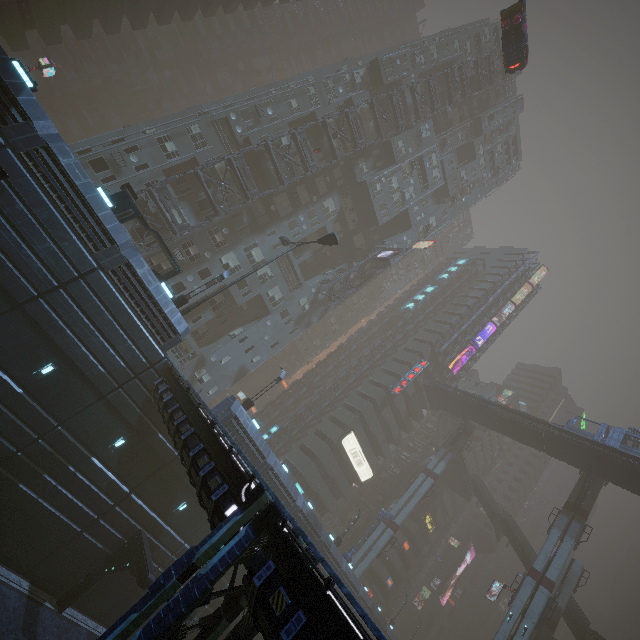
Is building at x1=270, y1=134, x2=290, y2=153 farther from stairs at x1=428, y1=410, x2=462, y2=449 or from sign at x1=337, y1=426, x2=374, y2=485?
stairs at x1=428, y1=410, x2=462, y2=449

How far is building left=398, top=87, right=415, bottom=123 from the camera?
45.1 meters

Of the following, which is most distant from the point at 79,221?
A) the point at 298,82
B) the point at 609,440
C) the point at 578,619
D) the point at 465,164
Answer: the point at 578,619

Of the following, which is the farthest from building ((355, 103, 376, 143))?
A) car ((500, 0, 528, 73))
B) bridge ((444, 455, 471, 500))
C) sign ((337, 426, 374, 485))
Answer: car ((500, 0, 528, 73))

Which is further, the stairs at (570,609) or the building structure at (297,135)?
the stairs at (570,609)

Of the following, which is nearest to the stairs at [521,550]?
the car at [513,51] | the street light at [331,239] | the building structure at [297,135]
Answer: the car at [513,51]

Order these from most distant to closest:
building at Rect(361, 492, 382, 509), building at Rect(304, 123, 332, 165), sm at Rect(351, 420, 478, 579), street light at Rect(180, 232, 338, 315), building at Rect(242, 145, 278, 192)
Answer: building at Rect(361, 492, 382, 509) < sm at Rect(351, 420, 478, 579) < building at Rect(304, 123, 332, 165) < building at Rect(242, 145, 278, 192) < street light at Rect(180, 232, 338, 315)
